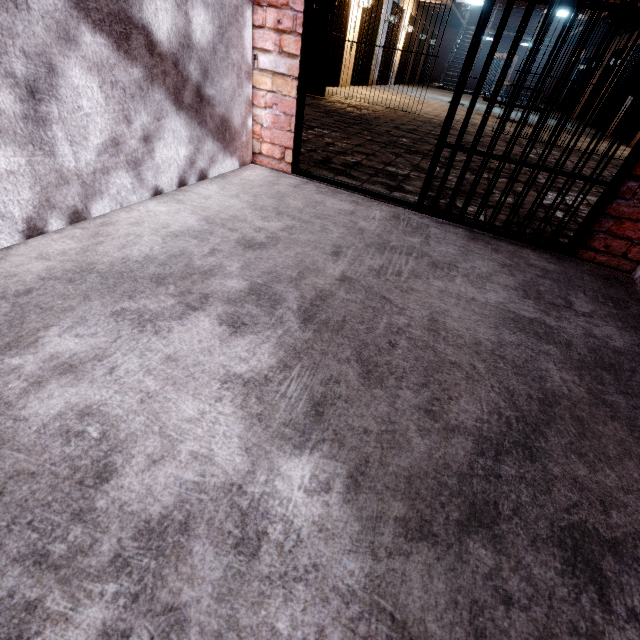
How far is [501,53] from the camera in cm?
2517
